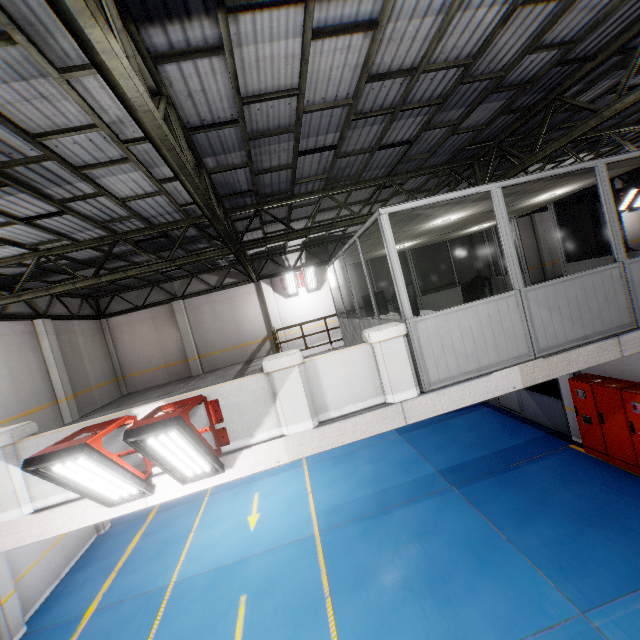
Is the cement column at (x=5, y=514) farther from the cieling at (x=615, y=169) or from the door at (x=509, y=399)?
the door at (x=509, y=399)

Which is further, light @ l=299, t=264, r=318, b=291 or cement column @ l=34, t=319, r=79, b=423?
light @ l=299, t=264, r=318, b=291

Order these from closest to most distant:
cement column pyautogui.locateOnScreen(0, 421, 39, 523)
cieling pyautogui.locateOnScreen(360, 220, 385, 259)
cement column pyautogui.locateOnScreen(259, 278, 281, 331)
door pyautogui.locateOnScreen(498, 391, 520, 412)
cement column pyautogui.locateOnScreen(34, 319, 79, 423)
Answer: cement column pyautogui.locateOnScreen(0, 421, 39, 523), cieling pyautogui.locateOnScreen(360, 220, 385, 259), cement column pyautogui.locateOnScreen(34, 319, 79, 423), door pyautogui.locateOnScreen(498, 391, 520, 412), cement column pyautogui.locateOnScreen(259, 278, 281, 331)

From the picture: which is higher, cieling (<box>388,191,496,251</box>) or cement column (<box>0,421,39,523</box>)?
cieling (<box>388,191,496,251</box>)

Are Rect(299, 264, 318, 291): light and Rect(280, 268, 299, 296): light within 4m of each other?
yes

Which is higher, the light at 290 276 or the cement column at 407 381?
the light at 290 276

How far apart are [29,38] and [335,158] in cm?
530

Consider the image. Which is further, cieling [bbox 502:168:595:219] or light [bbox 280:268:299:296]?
light [bbox 280:268:299:296]
